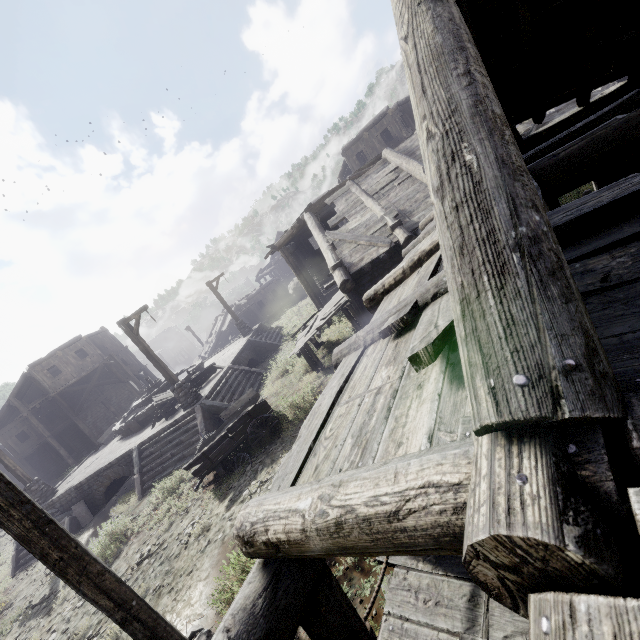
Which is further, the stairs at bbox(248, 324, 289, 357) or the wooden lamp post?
the wooden lamp post

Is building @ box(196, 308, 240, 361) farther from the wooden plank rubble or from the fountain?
the fountain

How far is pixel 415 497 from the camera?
1.32m

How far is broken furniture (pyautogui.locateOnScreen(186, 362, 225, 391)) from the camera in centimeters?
1688cm

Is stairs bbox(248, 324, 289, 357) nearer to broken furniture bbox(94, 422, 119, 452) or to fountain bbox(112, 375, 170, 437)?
fountain bbox(112, 375, 170, 437)

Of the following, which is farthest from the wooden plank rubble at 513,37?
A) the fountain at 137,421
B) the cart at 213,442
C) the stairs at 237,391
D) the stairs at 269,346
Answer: the fountain at 137,421

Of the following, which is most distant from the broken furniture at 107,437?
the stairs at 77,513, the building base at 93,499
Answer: the stairs at 77,513

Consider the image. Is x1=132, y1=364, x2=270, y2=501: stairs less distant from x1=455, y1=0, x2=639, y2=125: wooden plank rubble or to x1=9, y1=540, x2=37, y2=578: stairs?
x1=9, y1=540, x2=37, y2=578: stairs
